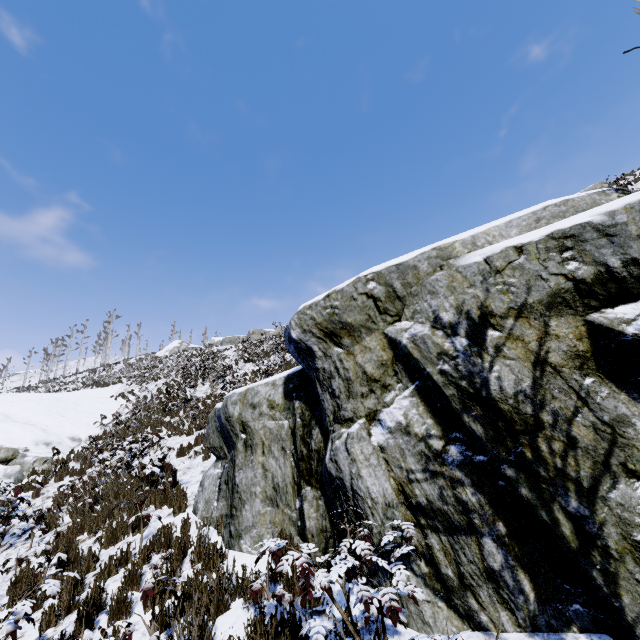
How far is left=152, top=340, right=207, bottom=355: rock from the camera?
43.3 meters

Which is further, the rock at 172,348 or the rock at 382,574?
the rock at 172,348

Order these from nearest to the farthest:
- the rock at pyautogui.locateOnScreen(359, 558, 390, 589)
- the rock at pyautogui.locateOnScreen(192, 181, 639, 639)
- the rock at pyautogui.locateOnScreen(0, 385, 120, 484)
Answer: the rock at pyautogui.locateOnScreen(192, 181, 639, 639) < the rock at pyautogui.locateOnScreen(359, 558, 390, 589) < the rock at pyautogui.locateOnScreen(0, 385, 120, 484)

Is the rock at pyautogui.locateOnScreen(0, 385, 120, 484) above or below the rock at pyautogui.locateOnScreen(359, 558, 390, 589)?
above

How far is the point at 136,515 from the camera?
5.8 meters

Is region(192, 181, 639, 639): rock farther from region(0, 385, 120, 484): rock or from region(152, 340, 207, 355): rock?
region(152, 340, 207, 355): rock

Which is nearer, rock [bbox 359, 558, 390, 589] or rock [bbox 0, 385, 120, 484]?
rock [bbox 359, 558, 390, 589]

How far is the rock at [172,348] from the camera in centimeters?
4331cm
